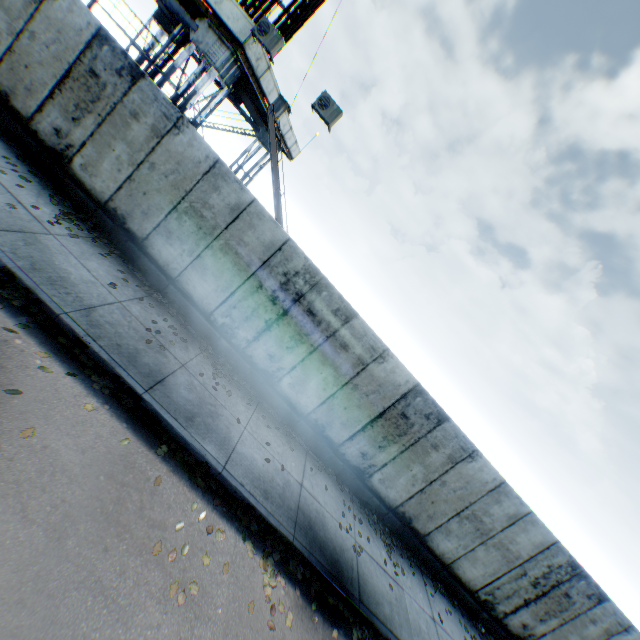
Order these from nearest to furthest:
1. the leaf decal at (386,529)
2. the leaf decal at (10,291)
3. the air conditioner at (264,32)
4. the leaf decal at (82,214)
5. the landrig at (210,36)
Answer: the leaf decal at (10,291)
the leaf decal at (82,214)
the leaf decal at (386,529)
the air conditioner at (264,32)
the landrig at (210,36)

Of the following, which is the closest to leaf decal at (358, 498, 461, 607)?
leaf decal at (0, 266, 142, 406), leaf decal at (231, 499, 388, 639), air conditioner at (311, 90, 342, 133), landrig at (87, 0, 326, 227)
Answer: leaf decal at (231, 499, 388, 639)

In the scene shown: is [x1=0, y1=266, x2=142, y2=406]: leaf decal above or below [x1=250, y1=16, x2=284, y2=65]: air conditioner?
below

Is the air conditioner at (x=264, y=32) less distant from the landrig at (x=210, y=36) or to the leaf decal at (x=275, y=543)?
the landrig at (x=210, y=36)

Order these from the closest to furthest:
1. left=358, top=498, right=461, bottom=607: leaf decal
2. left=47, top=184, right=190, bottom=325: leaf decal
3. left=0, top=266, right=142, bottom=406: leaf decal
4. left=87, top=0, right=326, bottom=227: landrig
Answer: left=0, top=266, right=142, bottom=406: leaf decal, left=47, top=184, right=190, bottom=325: leaf decal, left=358, top=498, right=461, bottom=607: leaf decal, left=87, top=0, right=326, bottom=227: landrig

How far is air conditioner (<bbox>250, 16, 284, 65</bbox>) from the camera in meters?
9.6 m

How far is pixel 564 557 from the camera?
9.0m

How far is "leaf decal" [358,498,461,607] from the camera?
8.6m
